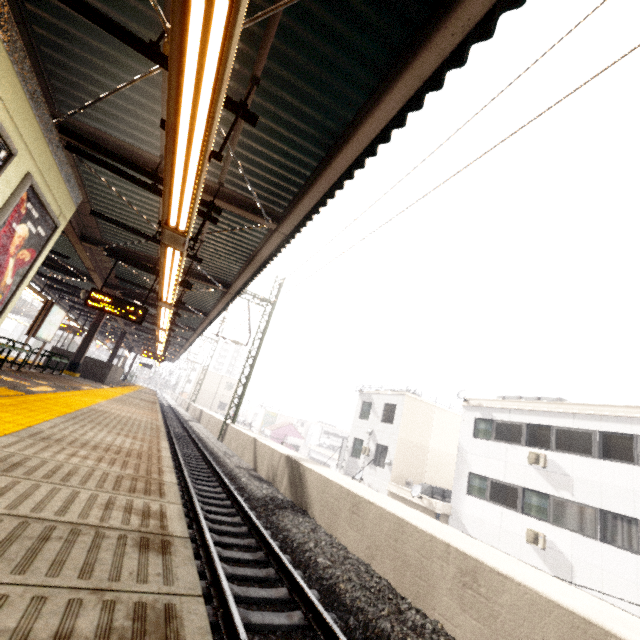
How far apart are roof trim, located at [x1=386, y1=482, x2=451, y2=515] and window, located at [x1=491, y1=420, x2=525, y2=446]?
4.2m

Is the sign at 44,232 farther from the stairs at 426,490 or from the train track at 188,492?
the stairs at 426,490

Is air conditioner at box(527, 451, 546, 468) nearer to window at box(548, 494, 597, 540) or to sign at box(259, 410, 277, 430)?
window at box(548, 494, 597, 540)

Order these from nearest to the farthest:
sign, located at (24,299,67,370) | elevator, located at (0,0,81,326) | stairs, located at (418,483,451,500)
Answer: elevator, located at (0,0,81,326)
sign, located at (24,299,67,370)
stairs, located at (418,483,451,500)

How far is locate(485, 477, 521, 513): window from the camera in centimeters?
1519cm

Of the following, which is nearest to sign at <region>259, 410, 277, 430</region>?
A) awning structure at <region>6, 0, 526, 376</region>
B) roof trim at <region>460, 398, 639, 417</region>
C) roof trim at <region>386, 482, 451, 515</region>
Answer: awning structure at <region>6, 0, 526, 376</region>

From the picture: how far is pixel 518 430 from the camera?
16.38m

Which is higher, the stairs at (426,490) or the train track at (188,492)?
the stairs at (426,490)
